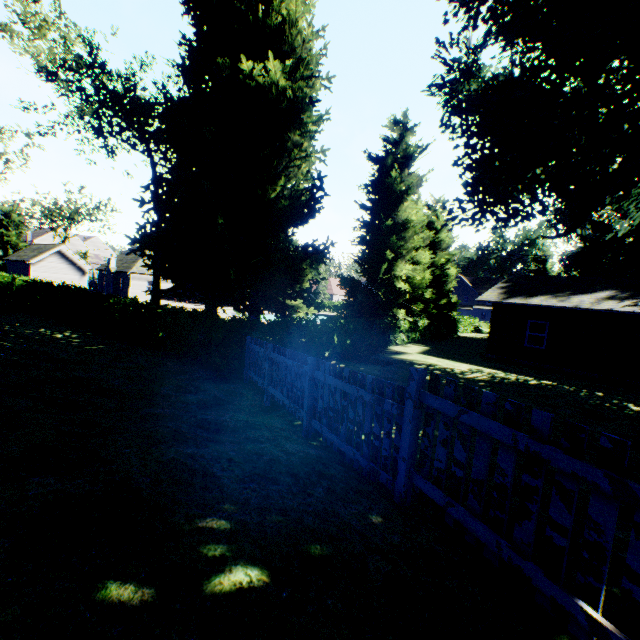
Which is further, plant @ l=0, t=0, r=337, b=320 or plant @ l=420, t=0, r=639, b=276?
plant @ l=0, t=0, r=337, b=320

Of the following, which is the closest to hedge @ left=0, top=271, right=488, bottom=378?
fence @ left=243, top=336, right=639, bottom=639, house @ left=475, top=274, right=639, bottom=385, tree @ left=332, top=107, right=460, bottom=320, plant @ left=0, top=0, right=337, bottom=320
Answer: fence @ left=243, top=336, right=639, bottom=639

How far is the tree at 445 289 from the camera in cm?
2220

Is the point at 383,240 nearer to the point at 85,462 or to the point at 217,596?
the point at 85,462

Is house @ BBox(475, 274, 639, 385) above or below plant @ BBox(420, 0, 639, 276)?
below

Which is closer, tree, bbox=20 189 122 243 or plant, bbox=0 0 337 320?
plant, bbox=0 0 337 320

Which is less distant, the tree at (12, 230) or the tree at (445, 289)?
the tree at (445, 289)

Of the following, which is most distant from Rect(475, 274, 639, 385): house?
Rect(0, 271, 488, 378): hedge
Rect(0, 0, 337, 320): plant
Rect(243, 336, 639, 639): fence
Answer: Rect(243, 336, 639, 639): fence
